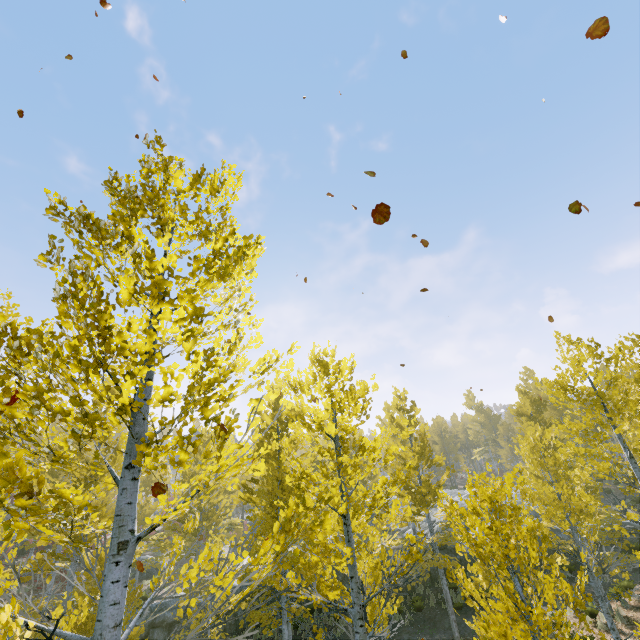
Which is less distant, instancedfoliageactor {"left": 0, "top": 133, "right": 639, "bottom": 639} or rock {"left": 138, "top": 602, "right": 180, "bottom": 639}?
instancedfoliageactor {"left": 0, "top": 133, "right": 639, "bottom": 639}

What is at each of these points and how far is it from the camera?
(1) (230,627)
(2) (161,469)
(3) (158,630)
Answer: (1) rock, 17.19m
(2) instancedfoliageactor, 3.72m
(3) rock, 16.39m

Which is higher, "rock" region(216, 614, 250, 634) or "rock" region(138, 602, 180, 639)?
"rock" region(138, 602, 180, 639)

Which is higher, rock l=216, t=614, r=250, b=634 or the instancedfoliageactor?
the instancedfoliageactor

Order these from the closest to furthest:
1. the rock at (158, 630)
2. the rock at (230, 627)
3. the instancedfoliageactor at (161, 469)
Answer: the instancedfoliageactor at (161, 469) < the rock at (158, 630) < the rock at (230, 627)

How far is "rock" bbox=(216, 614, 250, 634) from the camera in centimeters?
1700cm

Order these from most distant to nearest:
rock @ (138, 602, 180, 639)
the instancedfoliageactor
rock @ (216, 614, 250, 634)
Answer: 1. rock @ (216, 614, 250, 634)
2. rock @ (138, 602, 180, 639)
3. the instancedfoliageactor

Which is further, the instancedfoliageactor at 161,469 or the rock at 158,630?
the rock at 158,630
